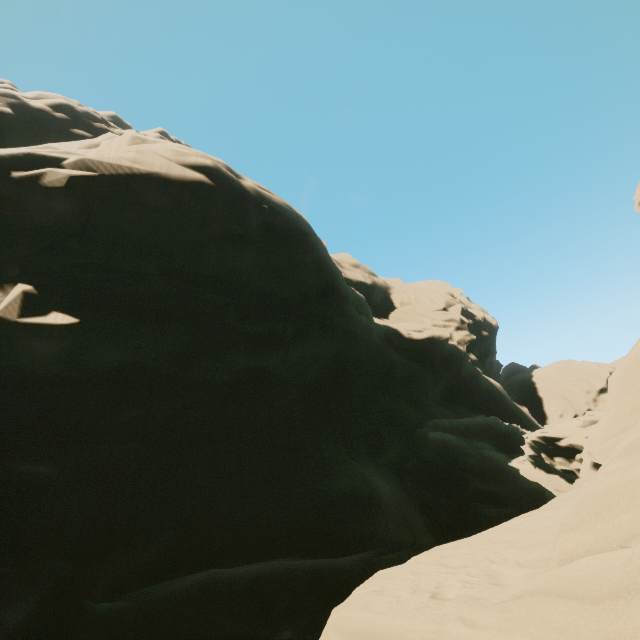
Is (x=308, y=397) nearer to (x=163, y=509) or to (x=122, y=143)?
(x=163, y=509)
